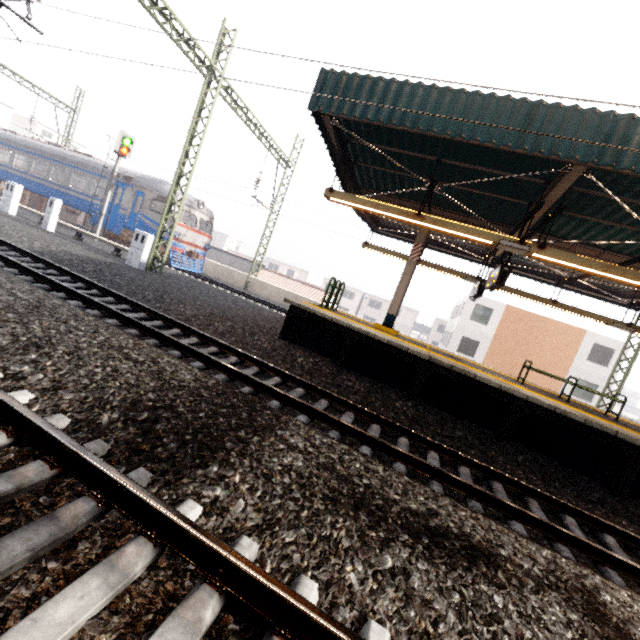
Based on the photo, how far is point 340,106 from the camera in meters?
6.4

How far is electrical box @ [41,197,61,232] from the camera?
14.07m

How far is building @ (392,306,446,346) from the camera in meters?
52.5 m

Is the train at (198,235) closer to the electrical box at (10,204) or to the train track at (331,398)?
the electrical box at (10,204)

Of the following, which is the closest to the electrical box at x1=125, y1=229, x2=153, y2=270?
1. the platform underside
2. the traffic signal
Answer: the traffic signal

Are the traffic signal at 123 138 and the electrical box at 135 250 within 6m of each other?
no

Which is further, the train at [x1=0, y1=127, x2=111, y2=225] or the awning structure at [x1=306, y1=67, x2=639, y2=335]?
the train at [x1=0, y1=127, x2=111, y2=225]

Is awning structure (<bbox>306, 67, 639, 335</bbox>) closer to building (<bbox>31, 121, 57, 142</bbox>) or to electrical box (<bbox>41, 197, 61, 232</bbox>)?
electrical box (<bbox>41, 197, 61, 232</bbox>)
